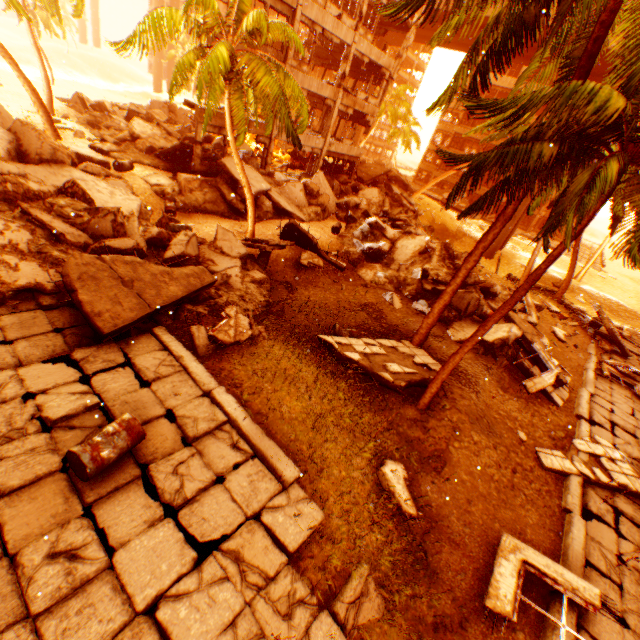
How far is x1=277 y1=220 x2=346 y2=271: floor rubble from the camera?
15.3 meters

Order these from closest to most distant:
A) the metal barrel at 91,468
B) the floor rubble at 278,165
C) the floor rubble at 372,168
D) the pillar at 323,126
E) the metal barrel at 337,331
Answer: the metal barrel at 91,468, the metal barrel at 337,331, the pillar at 323,126, the floor rubble at 278,165, the floor rubble at 372,168

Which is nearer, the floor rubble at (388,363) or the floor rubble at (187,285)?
the floor rubble at (187,285)

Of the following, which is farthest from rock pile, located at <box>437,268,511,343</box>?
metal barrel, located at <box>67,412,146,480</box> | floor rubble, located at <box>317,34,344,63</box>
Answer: floor rubble, located at <box>317,34,344,63</box>

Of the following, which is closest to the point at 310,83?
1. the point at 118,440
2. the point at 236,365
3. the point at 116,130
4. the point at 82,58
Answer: the point at 116,130

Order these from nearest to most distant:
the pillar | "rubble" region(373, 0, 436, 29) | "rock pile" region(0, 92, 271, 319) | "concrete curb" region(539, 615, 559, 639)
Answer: "concrete curb" region(539, 615, 559, 639) < "rubble" region(373, 0, 436, 29) < "rock pile" region(0, 92, 271, 319) < the pillar

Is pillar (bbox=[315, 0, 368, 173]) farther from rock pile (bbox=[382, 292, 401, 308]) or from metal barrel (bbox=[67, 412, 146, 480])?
metal barrel (bbox=[67, 412, 146, 480])

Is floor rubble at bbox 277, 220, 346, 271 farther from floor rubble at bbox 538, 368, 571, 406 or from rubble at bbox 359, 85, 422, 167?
floor rubble at bbox 538, 368, 571, 406
